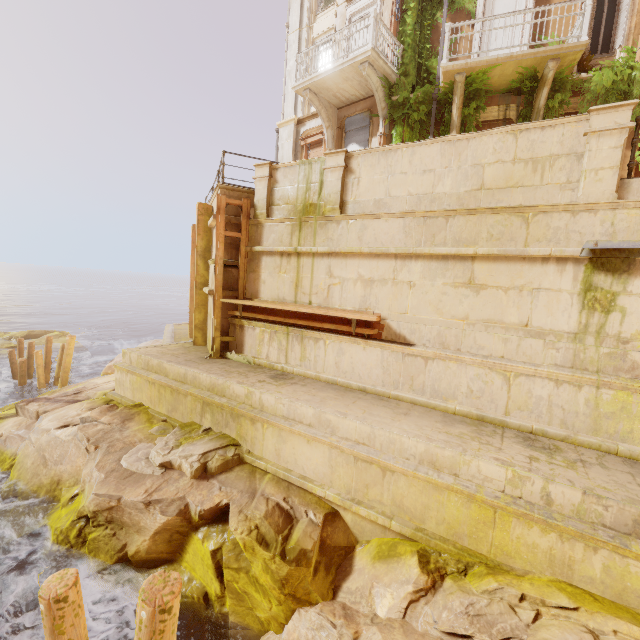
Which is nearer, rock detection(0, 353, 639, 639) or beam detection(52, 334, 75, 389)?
rock detection(0, 353, 639, 639)

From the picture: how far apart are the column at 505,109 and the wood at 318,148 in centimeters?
562cm

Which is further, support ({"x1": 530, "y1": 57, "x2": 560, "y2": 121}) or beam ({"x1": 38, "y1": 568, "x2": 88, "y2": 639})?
support ({"x1": 530, "y1": 57, "x2": 560, "y2": 121})

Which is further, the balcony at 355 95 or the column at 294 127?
the column at 294 127

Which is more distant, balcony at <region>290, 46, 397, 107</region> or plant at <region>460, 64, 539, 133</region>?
balcony at <region>290, 46, 397, 107</region>

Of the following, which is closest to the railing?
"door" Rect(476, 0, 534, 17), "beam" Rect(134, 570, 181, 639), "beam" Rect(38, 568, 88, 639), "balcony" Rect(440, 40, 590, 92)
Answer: "balcony" Rect(440, 40, 590, 92)

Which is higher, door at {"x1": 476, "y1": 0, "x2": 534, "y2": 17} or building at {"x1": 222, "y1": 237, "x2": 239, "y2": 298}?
door at {"x1": 476, "y1": 0, "x2": 534, "y2": 17}

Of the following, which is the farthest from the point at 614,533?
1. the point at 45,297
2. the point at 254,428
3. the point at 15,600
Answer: the point at 45,297
